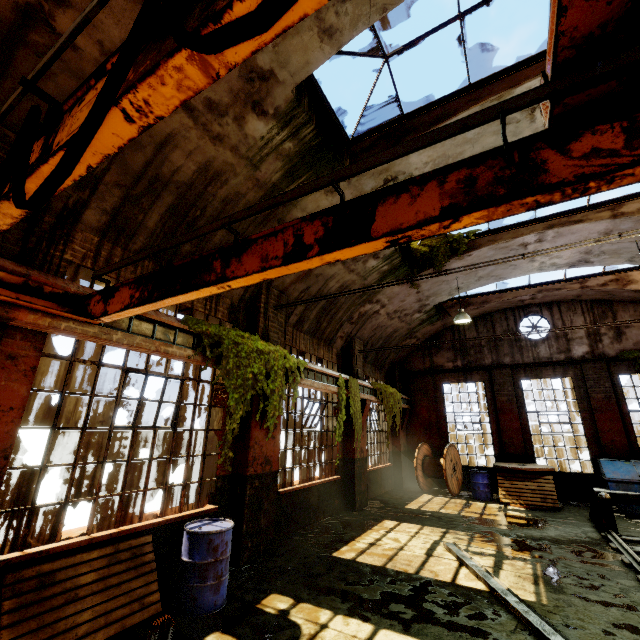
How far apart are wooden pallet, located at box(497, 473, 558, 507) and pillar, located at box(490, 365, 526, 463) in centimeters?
153cm

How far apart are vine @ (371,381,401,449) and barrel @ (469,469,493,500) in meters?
3.0

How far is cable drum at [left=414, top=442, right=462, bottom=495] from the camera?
12.34m

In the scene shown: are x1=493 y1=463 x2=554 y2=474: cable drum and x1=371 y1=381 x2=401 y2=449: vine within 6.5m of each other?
yes

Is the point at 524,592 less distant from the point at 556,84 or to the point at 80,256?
the point at 556,84

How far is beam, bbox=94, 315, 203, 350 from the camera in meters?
4.3

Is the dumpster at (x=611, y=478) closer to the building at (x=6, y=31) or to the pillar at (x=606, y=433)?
the pillar at (x=606, y=433)

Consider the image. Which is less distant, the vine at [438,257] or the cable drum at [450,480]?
the vine at [438,257]
